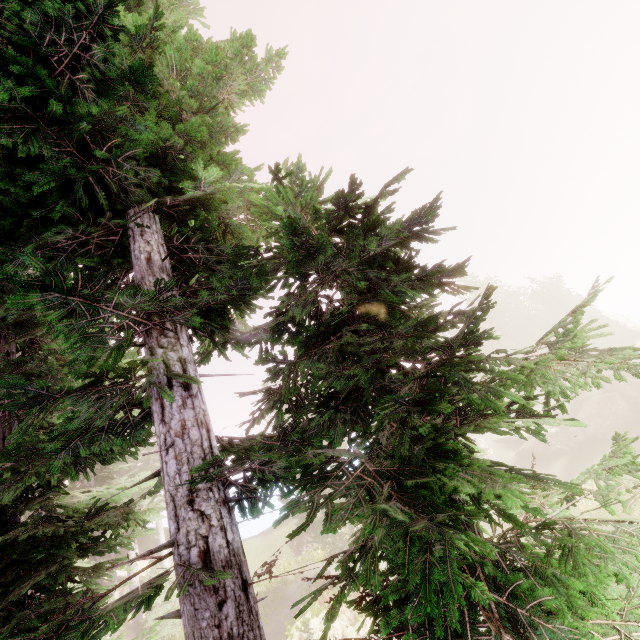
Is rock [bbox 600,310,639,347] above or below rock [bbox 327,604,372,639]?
above

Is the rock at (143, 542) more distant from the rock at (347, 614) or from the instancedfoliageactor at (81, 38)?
the rock at (347, 614)

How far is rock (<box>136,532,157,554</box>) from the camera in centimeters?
3009cm

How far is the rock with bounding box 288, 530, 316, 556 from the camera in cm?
2858

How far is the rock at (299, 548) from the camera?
28.6m

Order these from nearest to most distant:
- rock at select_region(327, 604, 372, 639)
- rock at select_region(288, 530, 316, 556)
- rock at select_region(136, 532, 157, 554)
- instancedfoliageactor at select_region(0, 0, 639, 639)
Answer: instancedfoliageactor at select_region(0, 0, 639, 639) → rock at select_region(327, 604, 372, 639) → rock at select_region(288, 530, 316, 556) → rock at select_region(136, 532, 157, 554)

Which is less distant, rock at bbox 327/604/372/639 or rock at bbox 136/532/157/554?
rock at bbox 327/604/372/639

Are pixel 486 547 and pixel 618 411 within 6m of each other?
no
